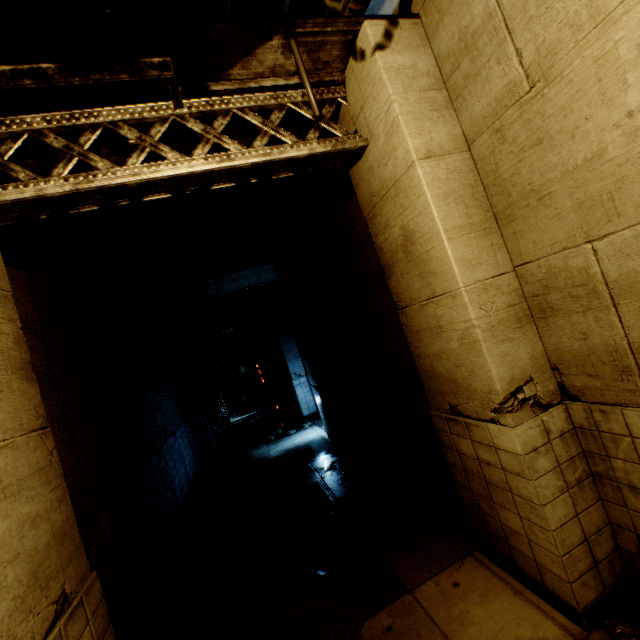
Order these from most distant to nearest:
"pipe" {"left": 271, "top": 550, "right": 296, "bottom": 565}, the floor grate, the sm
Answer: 1. the sm
2. "pipe" {"left": 271, "top": 550, "right": 296, "bottom": 565}
3. the floor grate

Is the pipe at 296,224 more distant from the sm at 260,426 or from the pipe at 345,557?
the sm at 260,426

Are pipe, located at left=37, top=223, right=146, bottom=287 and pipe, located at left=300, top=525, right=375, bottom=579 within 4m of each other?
no

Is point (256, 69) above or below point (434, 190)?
above

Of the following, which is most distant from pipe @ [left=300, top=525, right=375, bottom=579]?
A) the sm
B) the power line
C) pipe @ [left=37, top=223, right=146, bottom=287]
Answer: the sm

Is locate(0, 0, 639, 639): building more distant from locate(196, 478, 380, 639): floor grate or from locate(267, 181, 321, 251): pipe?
locate(196, 478, 380, 639): floor grate

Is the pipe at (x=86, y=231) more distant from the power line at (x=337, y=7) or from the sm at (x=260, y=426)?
the sm at (x=260, y=426)

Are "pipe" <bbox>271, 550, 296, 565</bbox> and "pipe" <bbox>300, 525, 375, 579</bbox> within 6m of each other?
yes
